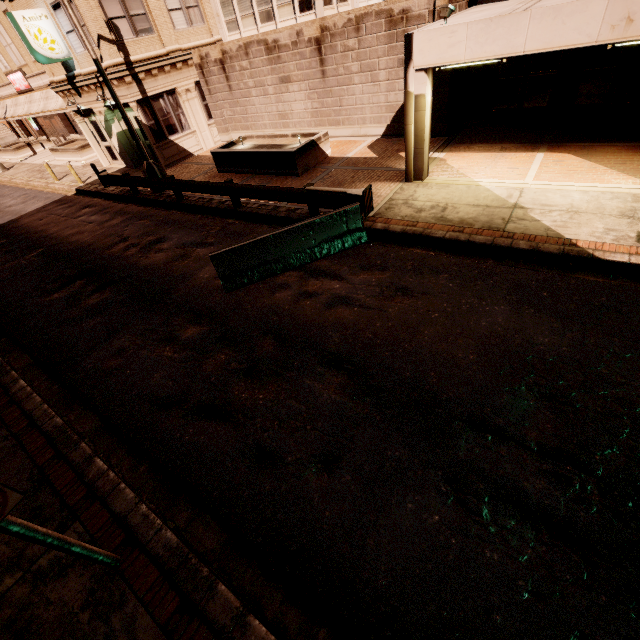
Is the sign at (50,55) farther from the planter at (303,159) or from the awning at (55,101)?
the planter at (303,159)

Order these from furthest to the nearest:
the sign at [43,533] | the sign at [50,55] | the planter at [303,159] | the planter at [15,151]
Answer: the planter at [15,151], the sign at [50,55], the planter at [303,159], the sign at [43,533]

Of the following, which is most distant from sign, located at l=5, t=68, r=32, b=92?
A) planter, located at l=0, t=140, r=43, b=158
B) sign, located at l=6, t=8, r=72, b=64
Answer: sign, located at l=6, t=8, r=72, b=64

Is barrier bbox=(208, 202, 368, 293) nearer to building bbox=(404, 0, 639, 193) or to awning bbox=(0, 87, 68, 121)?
building bbox=(404, 0, 639, 193)

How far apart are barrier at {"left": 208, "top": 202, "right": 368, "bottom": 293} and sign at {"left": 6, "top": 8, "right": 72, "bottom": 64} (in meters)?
16.36

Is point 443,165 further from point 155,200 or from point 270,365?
point 155,200

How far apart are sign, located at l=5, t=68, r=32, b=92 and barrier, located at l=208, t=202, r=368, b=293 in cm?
3266

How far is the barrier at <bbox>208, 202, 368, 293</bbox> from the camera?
7.9 meters
